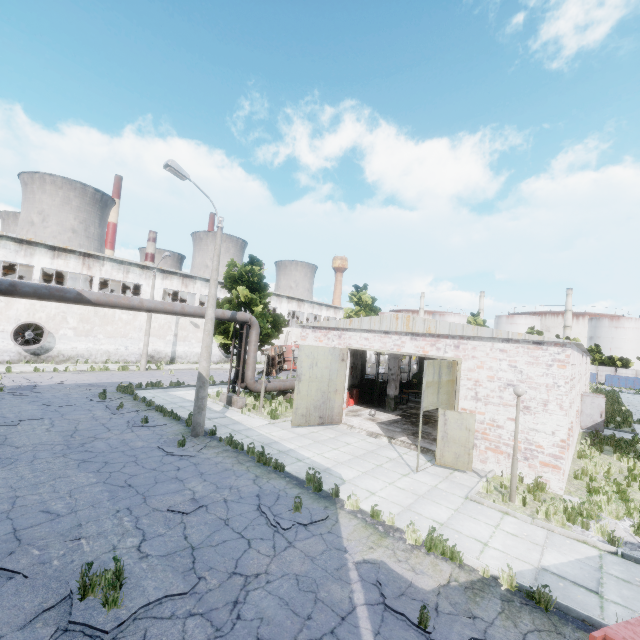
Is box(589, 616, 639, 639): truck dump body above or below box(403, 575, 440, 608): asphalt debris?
above

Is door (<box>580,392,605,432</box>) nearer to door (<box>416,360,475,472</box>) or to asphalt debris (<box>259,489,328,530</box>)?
door (<box>416,360,475,472</box>)

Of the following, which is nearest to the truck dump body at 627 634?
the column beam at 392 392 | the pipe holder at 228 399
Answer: the column beam at 392 392

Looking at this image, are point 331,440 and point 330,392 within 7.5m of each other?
yes

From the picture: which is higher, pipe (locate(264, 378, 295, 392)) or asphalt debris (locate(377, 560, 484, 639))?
pipe (locate(264, 378, 295, 392))

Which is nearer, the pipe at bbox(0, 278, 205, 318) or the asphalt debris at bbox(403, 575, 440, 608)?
the asphalt debris at bbox(403, 575, 440, 608)

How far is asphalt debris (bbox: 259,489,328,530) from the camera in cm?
746

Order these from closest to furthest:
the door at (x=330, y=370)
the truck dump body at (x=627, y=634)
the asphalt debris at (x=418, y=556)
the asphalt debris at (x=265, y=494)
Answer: the truck dump body at (x=627, y=634) → the asphalt debris at (x=418, y=556) → the asphalt debris at (x=265, y=494) → the door at (x=330, y=370)
